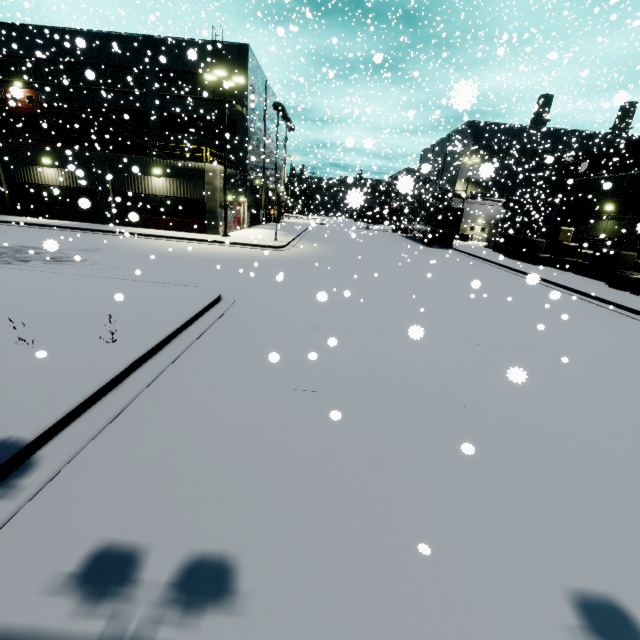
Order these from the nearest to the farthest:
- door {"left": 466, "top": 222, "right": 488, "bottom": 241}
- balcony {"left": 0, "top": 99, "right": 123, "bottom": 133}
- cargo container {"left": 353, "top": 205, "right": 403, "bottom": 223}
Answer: balcony {"left": 0, "top": 99, "right": 123, "bottom": 133} < cargo container {"left": 353, "top": 205, "right": 403, "bottom": 223} < door {"left": 466, "top": 222, "right": 488, "bottom": 241}

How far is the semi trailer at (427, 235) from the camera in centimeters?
3142cm

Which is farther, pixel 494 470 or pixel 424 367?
pixel 424 367

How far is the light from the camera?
19.31m

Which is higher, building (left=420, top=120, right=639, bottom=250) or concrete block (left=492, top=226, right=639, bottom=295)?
building (left=420, top=120, right=639, bottom=250)

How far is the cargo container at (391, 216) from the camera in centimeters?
3587cm

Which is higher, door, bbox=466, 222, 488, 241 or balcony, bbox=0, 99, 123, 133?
balcony, bbox=0, 99, 123, 133

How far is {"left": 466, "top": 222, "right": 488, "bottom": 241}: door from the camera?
46.1 meters
